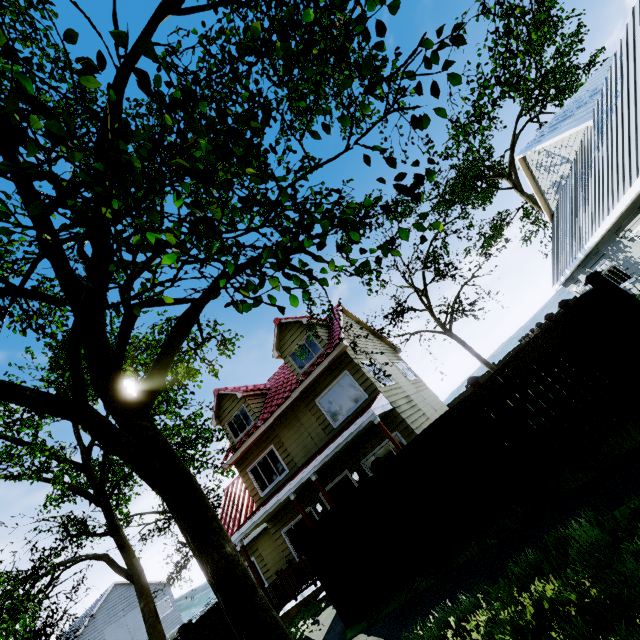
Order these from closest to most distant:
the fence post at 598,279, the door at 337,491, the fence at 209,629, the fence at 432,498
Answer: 1. the fence post at 598,279
2. the fence at 432,498
3. the fence at 209,629
4. the door at 337,491

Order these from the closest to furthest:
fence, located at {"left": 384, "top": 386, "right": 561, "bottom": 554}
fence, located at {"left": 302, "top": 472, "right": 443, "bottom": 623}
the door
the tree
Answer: the tree, fence, located at {"left": 384, "top": 386, "right": 561, "bottom": 554}, fence, located at {"left": 302, "top": 472, "right": 443, "bottom": 623}, the door

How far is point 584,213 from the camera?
13.1 meters

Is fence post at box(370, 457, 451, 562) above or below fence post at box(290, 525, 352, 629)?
below

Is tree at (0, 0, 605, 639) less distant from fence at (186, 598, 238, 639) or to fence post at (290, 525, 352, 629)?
fence at (186, 598, 238, 639)

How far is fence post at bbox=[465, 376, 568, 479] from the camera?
5.7 meters

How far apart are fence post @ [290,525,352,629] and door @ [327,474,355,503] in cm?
474

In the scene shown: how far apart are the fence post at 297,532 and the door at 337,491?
4.7m
